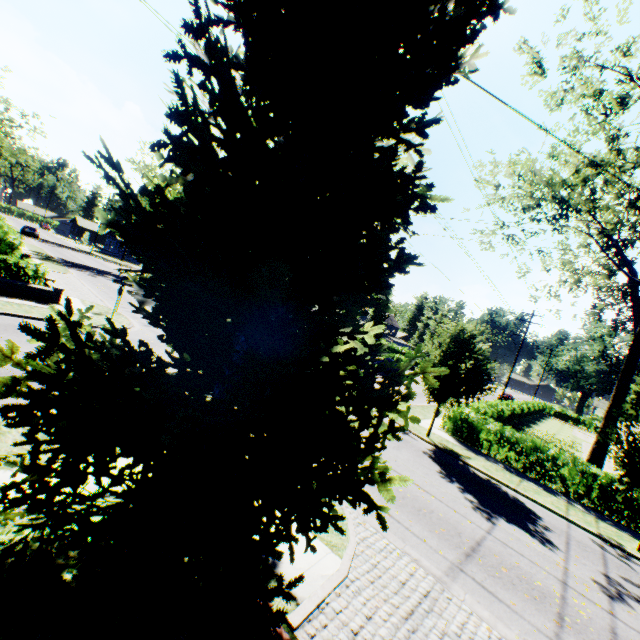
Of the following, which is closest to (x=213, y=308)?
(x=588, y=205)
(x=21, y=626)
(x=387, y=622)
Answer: (x=21, y=626)

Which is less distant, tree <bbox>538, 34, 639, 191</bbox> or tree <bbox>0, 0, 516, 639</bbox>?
tree <bbox>0, 0, 516, 639</bbox>

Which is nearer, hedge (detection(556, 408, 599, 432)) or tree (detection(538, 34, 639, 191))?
tree (detection(538, 34, 639, 191))

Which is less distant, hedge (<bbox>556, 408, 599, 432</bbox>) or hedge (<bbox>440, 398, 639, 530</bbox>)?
hedge (<bbox>440, 398, 639, 530</bbox>)

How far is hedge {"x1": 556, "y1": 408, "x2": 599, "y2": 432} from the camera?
56.67m

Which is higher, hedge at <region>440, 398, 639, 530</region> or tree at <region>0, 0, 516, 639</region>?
tree at <region>0, 0, 516, 639</region>

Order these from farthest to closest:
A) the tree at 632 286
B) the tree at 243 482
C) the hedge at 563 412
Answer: → the hedge at 563 412 < the tree at 632 286 < the tree at 243 482

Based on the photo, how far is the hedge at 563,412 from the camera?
56.67m
